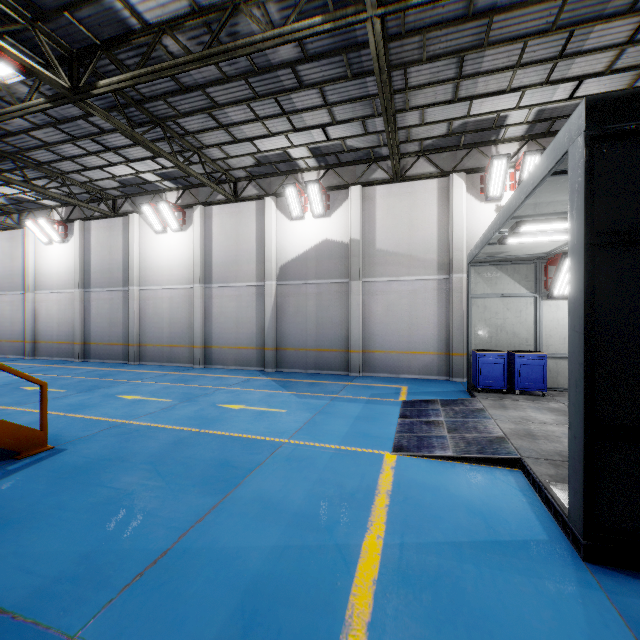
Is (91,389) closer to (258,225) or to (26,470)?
(26,470)

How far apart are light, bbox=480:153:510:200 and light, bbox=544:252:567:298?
3.4m

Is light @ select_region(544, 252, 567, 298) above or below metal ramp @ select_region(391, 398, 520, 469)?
above

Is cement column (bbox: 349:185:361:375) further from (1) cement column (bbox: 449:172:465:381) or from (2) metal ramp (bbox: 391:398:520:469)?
(2) metal ramp (bbox: 391:398:520:469)

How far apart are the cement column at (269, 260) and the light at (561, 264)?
10.17m

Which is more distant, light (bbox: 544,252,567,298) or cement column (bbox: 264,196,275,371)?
cement column (bbox: 264,196,275,371)

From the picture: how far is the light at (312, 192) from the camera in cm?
1320

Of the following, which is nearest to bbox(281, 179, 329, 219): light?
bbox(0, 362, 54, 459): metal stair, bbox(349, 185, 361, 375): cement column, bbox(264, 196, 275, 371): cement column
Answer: bbox(349, 185, 361, 375): cement column
